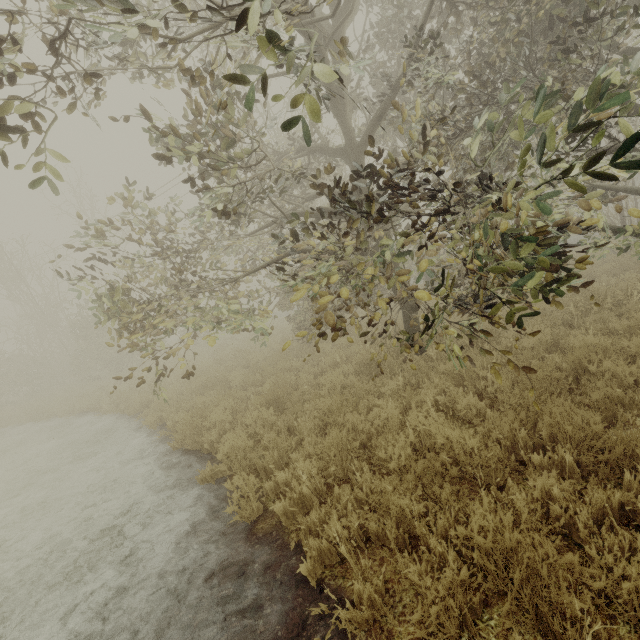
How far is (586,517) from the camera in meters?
2.7
